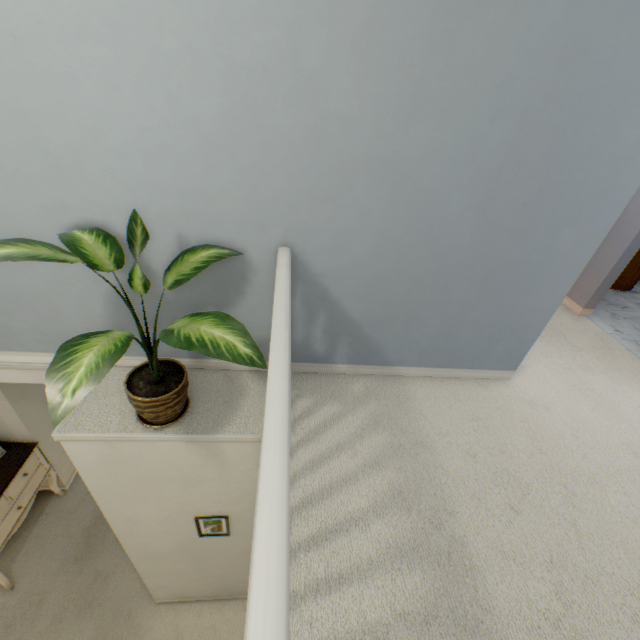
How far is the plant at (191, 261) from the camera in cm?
129

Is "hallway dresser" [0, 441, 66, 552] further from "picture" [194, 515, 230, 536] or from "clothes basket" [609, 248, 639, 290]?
"clothes basket" [609, 248, 639, 290]

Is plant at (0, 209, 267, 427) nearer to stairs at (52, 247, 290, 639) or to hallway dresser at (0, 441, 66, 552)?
stairs at (52, 247, 290, 639)

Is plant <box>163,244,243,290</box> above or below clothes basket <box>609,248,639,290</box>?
above

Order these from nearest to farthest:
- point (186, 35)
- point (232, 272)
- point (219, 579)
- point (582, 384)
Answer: point (186, 35)
point (232, 272)
point (582, 384)
point (219, 579)

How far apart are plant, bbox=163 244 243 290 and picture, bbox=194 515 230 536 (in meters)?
0.88

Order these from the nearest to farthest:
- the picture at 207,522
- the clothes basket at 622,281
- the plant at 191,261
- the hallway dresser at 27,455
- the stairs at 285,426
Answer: the stairs at 285,426 < the plant at 191,261 < the picture at 207,522 < the hallway dresser at 27,455 < the clothes basket at 622,281

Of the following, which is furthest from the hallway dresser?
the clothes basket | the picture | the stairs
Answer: the clothes basket
